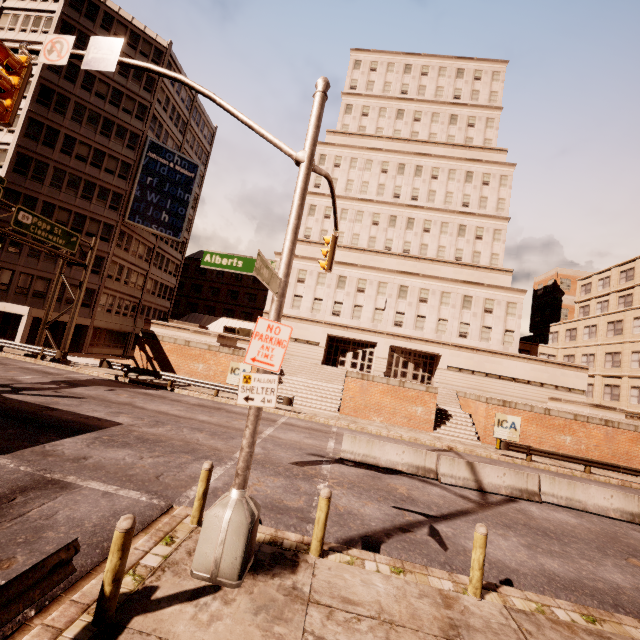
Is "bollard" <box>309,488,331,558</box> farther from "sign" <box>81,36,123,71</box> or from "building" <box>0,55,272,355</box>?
"building" <box>0,55,272,355</box>

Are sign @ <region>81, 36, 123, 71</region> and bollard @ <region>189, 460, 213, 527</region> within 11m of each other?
yes

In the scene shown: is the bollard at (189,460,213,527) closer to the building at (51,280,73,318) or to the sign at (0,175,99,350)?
the sign at (0,175,99,350)

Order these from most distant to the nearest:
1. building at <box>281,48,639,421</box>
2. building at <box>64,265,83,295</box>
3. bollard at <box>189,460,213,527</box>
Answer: building at <box>281,48,639,421</box> → building at <box>64,265,83,295</box> → bollard at <box>189,460,213,527</box>

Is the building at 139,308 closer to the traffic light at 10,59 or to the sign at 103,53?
the traffic light at 10,59

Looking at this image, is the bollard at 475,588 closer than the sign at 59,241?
Yes

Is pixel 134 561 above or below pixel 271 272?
below

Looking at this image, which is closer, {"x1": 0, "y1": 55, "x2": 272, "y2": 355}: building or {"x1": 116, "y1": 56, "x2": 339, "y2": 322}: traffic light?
{"x1": 116, "y1": 56, "x2": 339, "y2": 322}: traffic light
